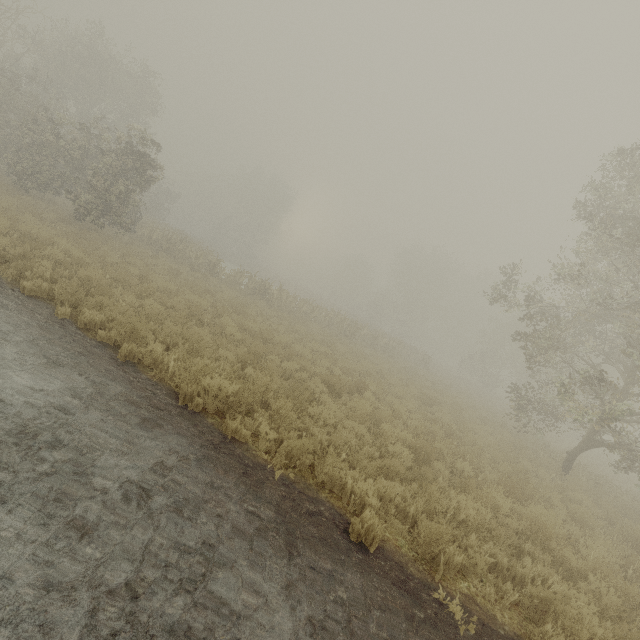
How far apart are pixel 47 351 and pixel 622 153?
17.8 meters

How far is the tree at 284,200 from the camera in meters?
56.5 m

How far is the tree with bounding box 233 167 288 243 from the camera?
56.47m
